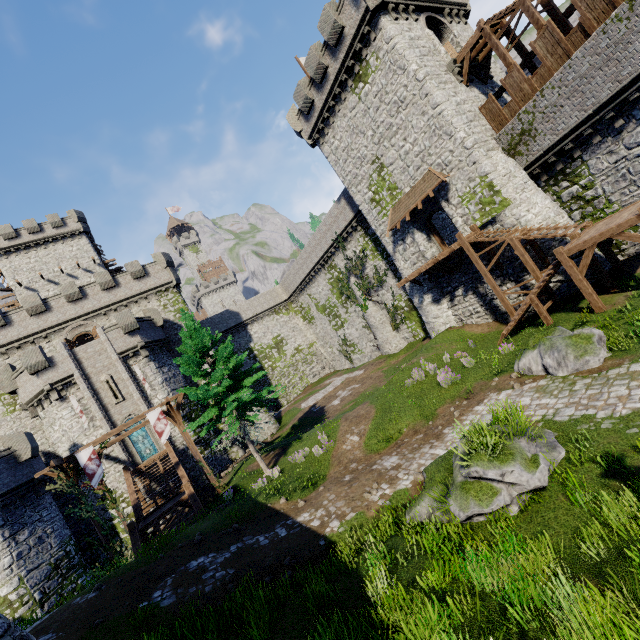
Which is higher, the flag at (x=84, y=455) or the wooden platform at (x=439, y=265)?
the flag at (x=84, y=455)

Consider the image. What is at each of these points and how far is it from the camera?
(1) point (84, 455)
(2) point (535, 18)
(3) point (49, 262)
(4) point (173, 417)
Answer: (1) flag, 17.3 meters
(2) stairs, 16.0 meters
(3) building, 41.0 meters
(4) wooden support, 20.0 meters

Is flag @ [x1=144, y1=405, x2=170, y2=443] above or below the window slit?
below

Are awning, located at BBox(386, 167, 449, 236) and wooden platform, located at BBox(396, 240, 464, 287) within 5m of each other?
yes

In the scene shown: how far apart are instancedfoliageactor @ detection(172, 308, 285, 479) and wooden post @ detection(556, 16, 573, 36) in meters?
24.9 m

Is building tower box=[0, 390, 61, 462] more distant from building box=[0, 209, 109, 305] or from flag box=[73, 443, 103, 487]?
flag box=[73, 443, 103, 487]

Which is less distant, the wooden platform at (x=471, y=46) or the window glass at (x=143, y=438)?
the wooden platform at (x=471, y=46)

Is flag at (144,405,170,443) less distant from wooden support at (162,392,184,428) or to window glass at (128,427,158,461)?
wooden support at (162,392,184,428)
